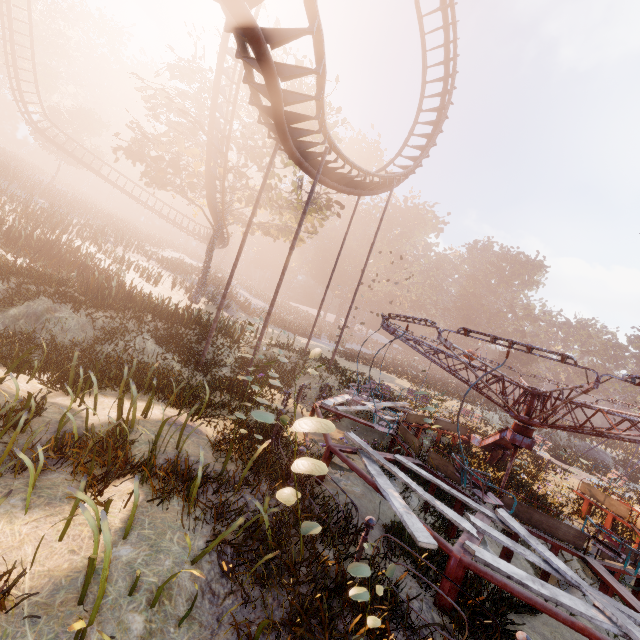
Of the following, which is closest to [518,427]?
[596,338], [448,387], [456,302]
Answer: [448,387]

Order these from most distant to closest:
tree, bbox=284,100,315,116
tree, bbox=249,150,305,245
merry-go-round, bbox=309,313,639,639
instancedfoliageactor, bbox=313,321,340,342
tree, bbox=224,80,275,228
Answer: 1. instancedfoliageactor, bbox=313,321,340,342
2. tree, bbox=249,150,305,245
3. tree, bbox=284,100,315,116
4. tree, bbox=224,80,275,228
5. merry-go-round, bbox=309,313,639,639

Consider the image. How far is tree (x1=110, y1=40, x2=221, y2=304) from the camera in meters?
19.5 m

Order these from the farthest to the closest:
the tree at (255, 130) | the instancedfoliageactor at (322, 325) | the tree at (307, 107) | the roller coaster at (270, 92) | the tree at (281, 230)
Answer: the instancedfoliageactor at (322, 325), the tree at (281, 230), the tree at (307, 107), the tree at (255, 130), the roller coaster at (270, 92)

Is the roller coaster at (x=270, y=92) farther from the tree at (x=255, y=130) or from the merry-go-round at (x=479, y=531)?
the merry-go-round at (x=479, y=531)

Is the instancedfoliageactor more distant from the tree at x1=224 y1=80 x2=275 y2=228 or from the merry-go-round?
the tree at x1=224 y1=80 x2=275 y2=228

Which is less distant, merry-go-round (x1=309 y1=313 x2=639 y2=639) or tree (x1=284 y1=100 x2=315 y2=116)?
merry-go-round (x1=309 y1=313 x2=639 y2=639)

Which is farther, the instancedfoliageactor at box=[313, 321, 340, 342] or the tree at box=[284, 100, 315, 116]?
the instancedfoliageactor at box=[313, 321, 340, 342]
